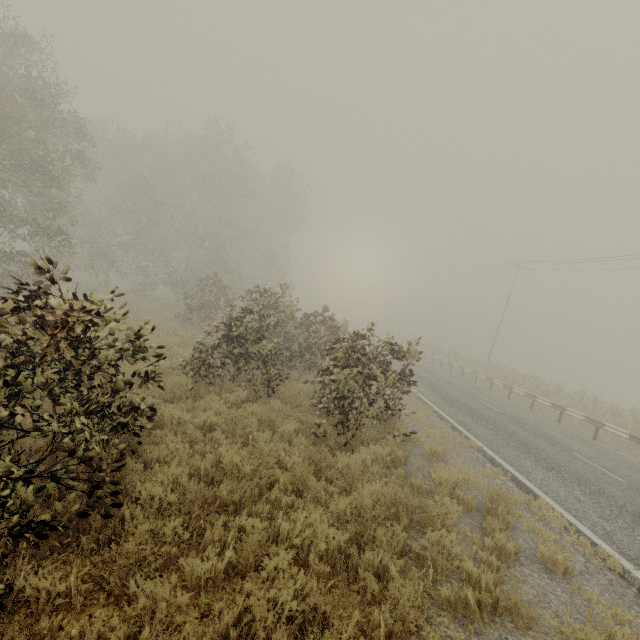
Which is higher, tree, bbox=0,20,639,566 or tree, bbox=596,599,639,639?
tree, bbox=0,20,639,566

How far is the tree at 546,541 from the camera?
5.18m

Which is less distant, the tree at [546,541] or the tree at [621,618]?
the tree at [621,618]

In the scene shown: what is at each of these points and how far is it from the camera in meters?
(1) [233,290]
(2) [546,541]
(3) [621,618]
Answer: (1) tree, 34.4 m
(2) tree, 5.6 m
(3) tree, 4.2 m

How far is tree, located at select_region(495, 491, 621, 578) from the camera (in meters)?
5.18

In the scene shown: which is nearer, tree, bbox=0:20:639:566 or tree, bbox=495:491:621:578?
tree, bbox=0:20:639:566
